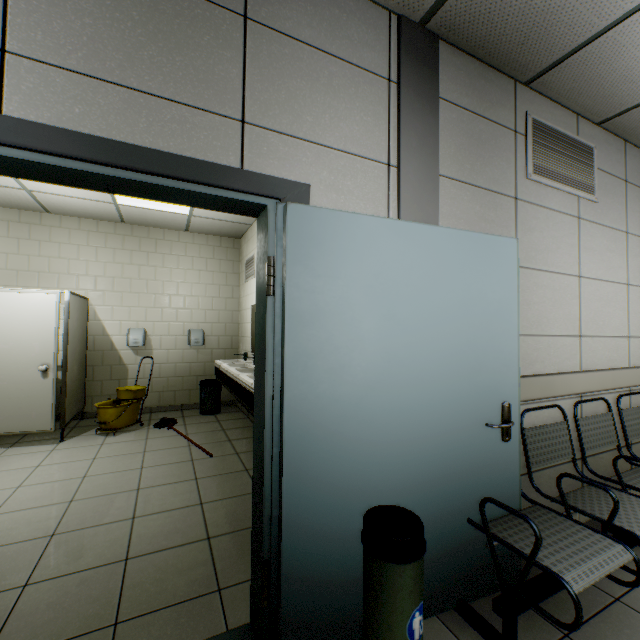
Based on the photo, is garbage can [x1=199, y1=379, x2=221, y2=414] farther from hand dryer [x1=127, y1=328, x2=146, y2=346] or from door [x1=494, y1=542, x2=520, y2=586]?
door [x1=494, y1=542, x2=520, y2=586]

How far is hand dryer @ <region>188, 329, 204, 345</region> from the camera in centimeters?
578cm

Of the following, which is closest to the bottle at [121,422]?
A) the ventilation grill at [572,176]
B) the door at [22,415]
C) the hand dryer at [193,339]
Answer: the door at [22,415]

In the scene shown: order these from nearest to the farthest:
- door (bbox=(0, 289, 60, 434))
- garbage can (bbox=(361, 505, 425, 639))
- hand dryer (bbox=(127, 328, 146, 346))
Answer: garbage can (bbox=(361, 505, 425, 639)), door (bbox=(0, 289, 60, 434)), hand dryer (bbox=(127, 328, 146, 346))

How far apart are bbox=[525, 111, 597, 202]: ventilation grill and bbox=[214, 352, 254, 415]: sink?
2.28m

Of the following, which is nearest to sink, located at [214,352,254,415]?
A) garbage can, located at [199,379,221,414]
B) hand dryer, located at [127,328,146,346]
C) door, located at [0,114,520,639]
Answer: door, located at [0,114,520,639]

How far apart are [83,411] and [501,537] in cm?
597

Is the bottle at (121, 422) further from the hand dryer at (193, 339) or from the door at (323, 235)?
the door at (323, 235)
